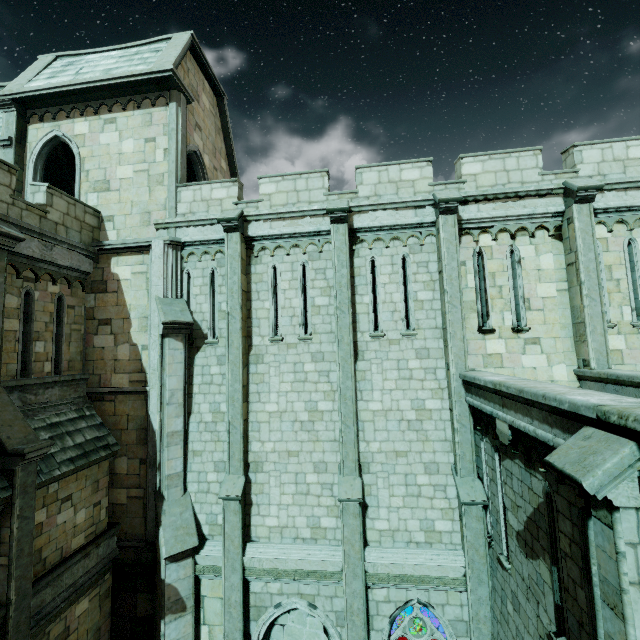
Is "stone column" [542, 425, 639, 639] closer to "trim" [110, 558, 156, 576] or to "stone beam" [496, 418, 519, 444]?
"stone beam" [496, 418, 519, 444]

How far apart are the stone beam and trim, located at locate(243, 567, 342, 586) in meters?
5.7 m

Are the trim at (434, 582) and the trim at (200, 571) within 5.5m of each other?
yes

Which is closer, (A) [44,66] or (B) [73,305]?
(B) [73,305]

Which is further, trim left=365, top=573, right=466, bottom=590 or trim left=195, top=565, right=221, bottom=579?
trim left=195, top=565, right=221, bottom=579

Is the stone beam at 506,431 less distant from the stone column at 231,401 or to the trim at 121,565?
the stone column at 231,401

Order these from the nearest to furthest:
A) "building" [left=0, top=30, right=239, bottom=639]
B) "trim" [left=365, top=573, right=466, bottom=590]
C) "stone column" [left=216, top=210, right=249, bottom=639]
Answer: "building" [left=0, top=30, right=239, bottom=639] < "trim" [left=365, top=573, right=466, bottom=590] < "stone column" [left=216, top=210, right=249, bottom=639]

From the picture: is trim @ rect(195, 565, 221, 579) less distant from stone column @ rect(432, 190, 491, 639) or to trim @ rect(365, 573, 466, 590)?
trim @ rect(365, 573, 466, 590)
